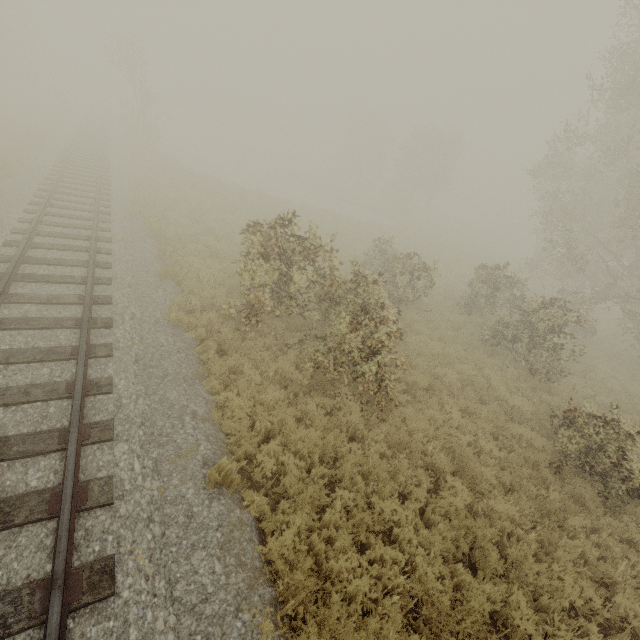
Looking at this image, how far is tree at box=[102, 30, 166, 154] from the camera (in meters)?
26.61

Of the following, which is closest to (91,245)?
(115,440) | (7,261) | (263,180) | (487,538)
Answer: (7,261)

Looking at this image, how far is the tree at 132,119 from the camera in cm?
2661
